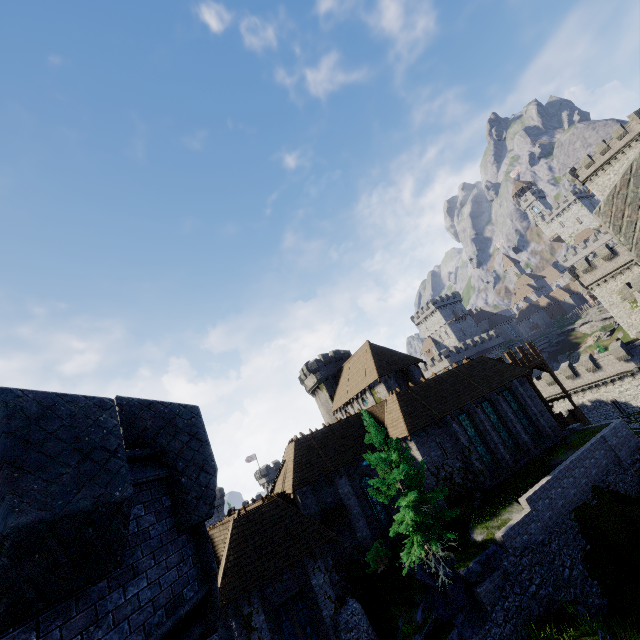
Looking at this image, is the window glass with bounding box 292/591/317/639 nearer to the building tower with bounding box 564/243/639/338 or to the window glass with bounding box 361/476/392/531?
the window glass with bounding box 361/476/392/531

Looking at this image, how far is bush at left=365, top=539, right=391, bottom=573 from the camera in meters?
20.6 m

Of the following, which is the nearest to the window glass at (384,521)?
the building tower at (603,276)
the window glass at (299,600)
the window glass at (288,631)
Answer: the window glass at (299,600)

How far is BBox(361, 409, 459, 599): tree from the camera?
16.6m

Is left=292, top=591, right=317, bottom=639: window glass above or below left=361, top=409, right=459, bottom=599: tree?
below

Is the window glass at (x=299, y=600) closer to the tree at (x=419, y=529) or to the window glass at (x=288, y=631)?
the window glass at (x=288, y=631)

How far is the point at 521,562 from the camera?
17.52m

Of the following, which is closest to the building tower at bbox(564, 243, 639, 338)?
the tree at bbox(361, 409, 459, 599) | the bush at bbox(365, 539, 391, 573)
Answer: the tree at bbox(361, 409, 459, 599)
